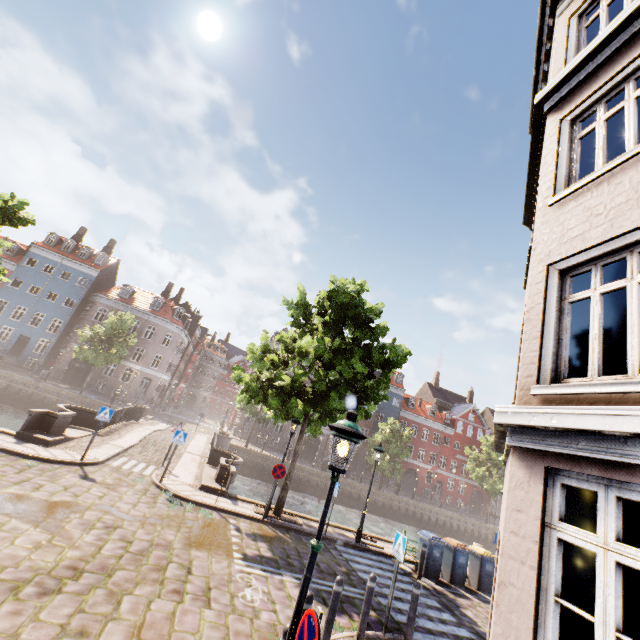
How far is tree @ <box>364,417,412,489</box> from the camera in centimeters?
3590cm

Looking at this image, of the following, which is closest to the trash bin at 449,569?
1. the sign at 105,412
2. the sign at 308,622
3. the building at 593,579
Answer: the sign at 308,622

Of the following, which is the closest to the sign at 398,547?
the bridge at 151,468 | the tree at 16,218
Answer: the tree at 16,218

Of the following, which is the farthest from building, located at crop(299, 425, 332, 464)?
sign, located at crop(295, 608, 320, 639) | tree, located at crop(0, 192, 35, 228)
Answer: sign, located at crop(295, 608, 320, 639)

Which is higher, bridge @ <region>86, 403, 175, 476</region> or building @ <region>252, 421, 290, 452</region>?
building @ <region>252, 421, 290, 452</region>

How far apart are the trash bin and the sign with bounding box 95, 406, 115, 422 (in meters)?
13.96

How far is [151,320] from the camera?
41.0m

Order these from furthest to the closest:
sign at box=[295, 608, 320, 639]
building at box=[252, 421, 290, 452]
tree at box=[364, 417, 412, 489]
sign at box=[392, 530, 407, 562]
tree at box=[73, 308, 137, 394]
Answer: building at box=[252, 421, 290, 452], tree at box=[364, 417, 412, 489], tree at box=[73, 308, 137, 394], sign at box=[392, 530, 407, 562], sign at box=[295, 608, 320, 639]
